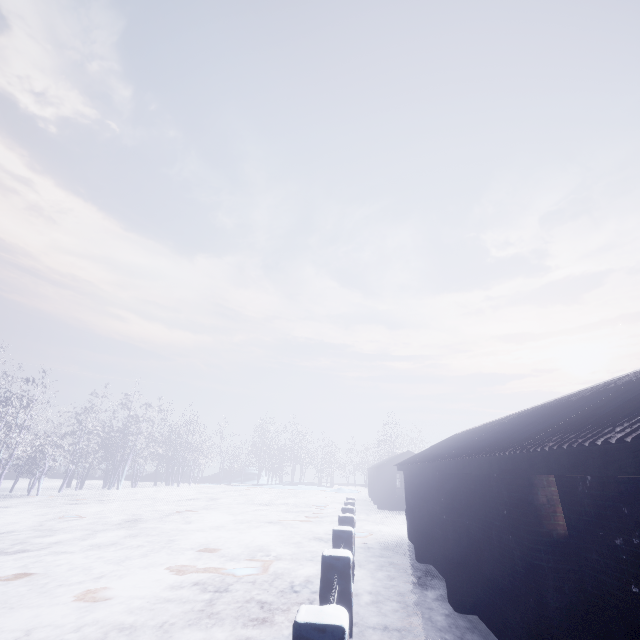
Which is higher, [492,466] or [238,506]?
[492,466]
